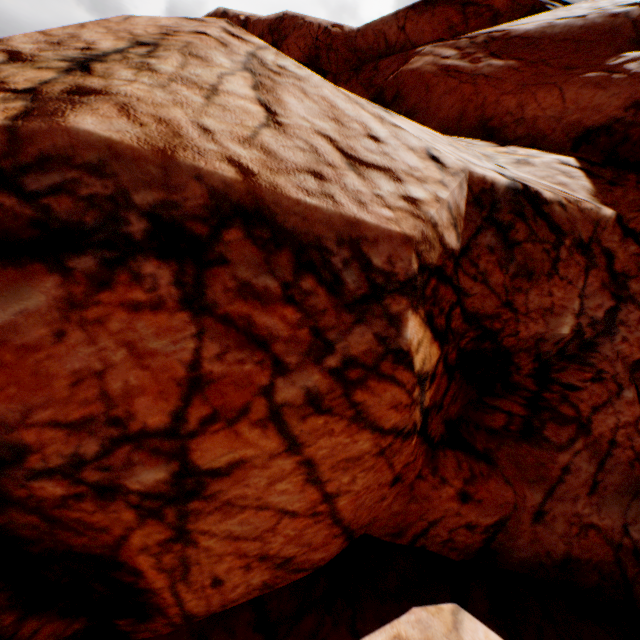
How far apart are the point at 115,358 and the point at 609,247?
7.1 meters
